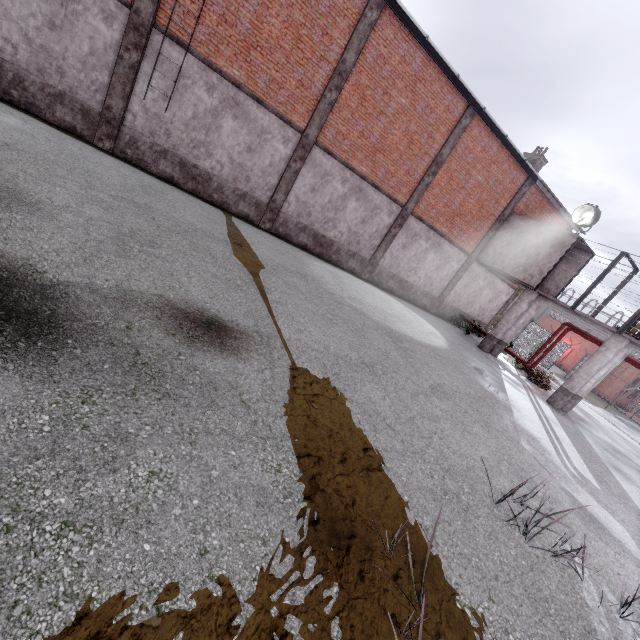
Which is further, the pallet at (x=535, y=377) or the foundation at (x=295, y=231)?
the pallet at (x=535, y=377)

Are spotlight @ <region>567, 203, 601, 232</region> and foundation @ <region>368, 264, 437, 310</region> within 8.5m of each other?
yes

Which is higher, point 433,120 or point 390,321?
point 433,120

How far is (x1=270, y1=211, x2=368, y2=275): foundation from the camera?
14.0m

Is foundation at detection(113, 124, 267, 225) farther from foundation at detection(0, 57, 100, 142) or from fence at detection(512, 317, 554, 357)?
fence at detection(512, 317, 554, 357)

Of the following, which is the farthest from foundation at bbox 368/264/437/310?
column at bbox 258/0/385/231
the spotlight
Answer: the spotlight

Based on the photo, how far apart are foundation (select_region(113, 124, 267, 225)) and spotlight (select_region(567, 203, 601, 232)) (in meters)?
14.52

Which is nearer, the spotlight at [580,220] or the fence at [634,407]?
the spotlight at [580,220]
